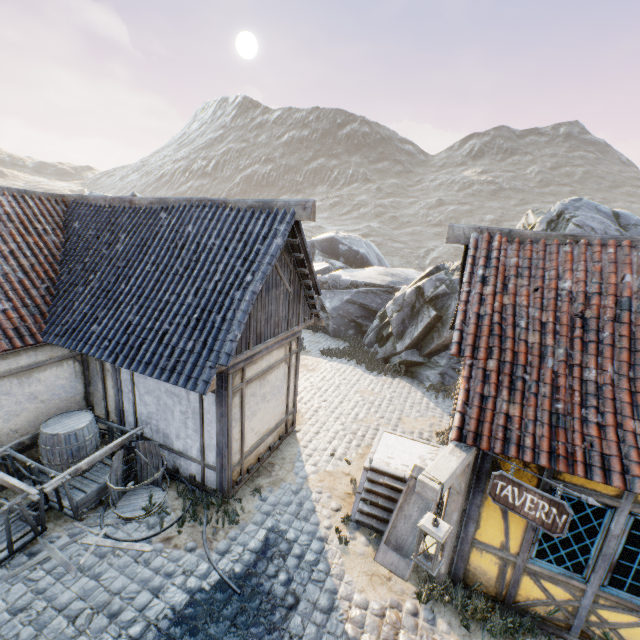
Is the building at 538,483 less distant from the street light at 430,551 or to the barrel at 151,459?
the street light at 430,551

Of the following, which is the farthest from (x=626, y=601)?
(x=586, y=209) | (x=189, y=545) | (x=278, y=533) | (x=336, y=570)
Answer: (x=586, y=209)

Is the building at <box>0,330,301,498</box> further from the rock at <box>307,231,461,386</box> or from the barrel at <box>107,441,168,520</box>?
the rock at <box>307,231,461,386</box>

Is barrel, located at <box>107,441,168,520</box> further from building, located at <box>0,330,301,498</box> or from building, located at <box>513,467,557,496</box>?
building, located at <box>513,467,557,496</box>

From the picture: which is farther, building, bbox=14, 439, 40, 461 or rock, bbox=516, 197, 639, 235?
rock, bbox=516, 197, 639, 235

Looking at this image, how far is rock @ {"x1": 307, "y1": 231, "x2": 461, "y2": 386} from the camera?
13.2m

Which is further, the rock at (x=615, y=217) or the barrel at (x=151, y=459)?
the rock at (x=615, y=217)

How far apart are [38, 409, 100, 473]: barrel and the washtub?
6.19m
